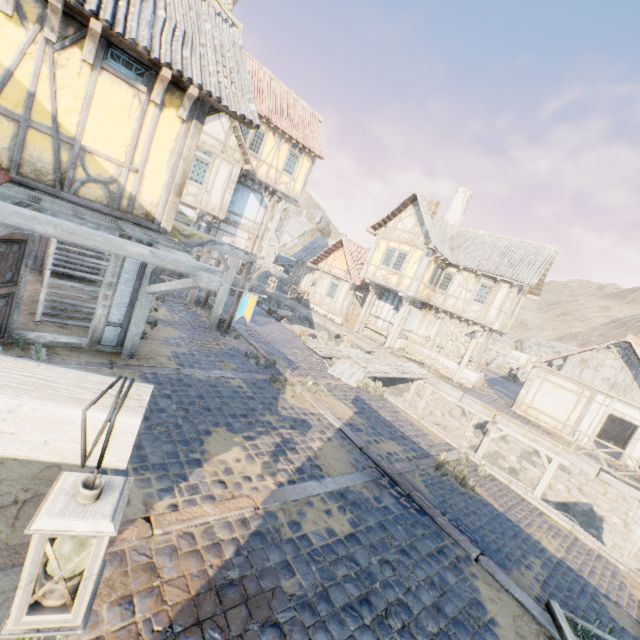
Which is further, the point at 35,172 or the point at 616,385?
the point at 616,385

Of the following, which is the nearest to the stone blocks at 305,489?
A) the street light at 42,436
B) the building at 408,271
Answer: the street light at 42,436

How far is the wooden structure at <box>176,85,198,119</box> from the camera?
6.10m

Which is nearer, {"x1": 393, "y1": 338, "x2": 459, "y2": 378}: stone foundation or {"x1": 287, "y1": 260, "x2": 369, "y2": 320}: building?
{"x1": 393, "y1": 338, "x2": 459, "y2": 378}: stone foundation

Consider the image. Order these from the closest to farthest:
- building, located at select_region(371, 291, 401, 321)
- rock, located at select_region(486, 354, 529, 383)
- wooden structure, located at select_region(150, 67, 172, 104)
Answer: wooden structure, located at select_region(150, 67, 172, 104) → building, located at select_region(371, 291, 401, 321) → rock, located at select_region(486, 354, 529, 383)

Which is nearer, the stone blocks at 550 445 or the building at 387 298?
the stone blocks at 550 445

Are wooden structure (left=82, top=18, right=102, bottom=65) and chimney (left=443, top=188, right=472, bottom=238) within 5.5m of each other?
no

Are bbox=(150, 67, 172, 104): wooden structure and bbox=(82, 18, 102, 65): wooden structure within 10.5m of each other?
yes
